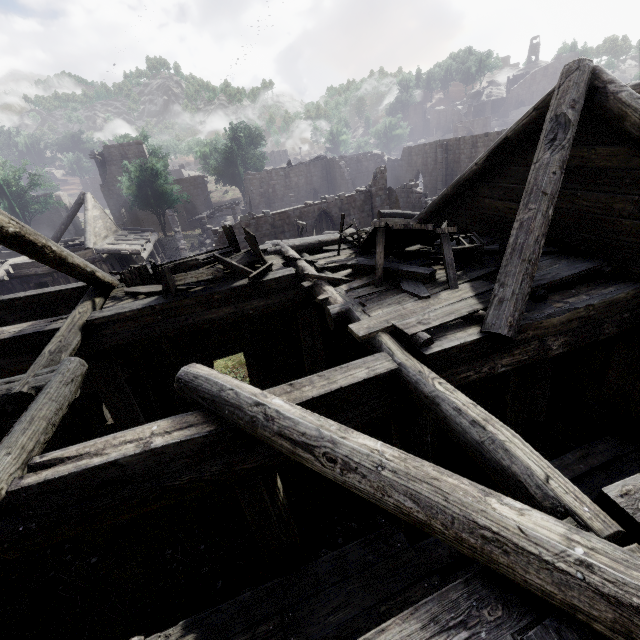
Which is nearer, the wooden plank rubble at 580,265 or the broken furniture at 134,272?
the wooden plank rubble at 580,265

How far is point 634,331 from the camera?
5.6 meters

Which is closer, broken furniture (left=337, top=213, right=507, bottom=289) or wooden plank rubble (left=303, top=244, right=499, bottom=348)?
wooden plank rubble (left=303, top=244, right=499, bottom=348)

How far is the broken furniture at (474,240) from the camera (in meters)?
5.66

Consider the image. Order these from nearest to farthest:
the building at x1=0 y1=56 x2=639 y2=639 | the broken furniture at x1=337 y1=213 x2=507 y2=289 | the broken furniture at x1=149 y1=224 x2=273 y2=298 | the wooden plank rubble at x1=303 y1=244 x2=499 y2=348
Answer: the building at x1=0 y1=56 x2=639 y2=639
the wooden plank rubble at x1=303 y1=244 x2=499 y2=348
the broken furniture at x1=337 y1=213 x2=507 y2=289
the broken furniture at x1=149 y1=224 x2=273 y2=298

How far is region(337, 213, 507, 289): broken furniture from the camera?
5.7m

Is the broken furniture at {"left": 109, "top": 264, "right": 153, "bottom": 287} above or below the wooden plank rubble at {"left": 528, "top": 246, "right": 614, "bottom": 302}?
above
